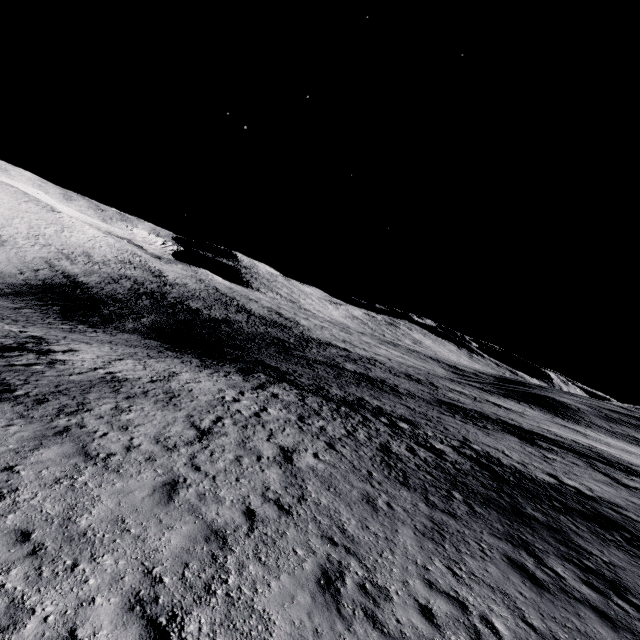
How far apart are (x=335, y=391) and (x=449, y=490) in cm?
1652
